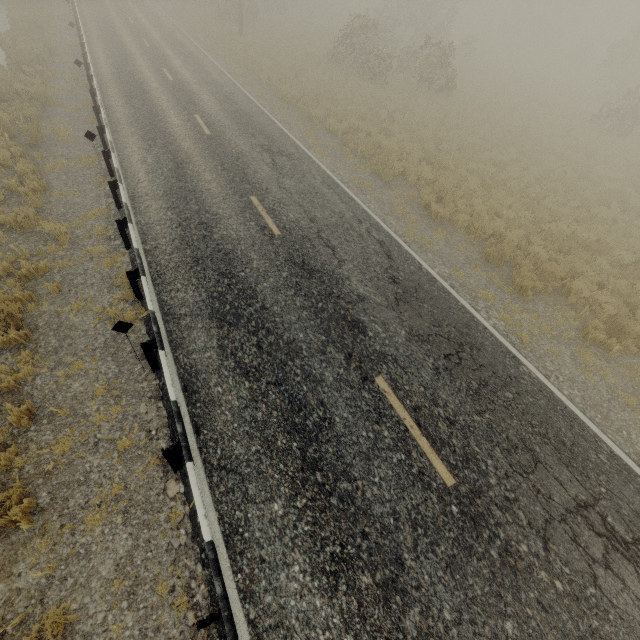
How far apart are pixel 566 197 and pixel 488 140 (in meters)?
6.47
